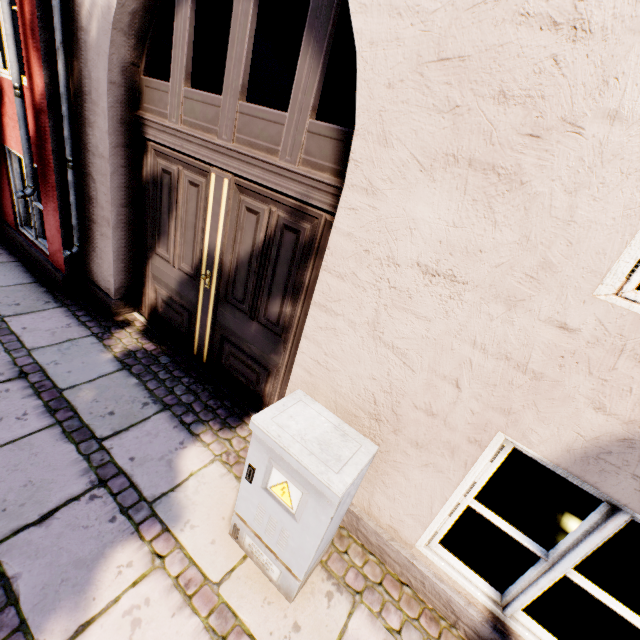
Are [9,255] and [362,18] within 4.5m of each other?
no

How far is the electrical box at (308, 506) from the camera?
1.4m

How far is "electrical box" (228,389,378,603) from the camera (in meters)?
1.42
